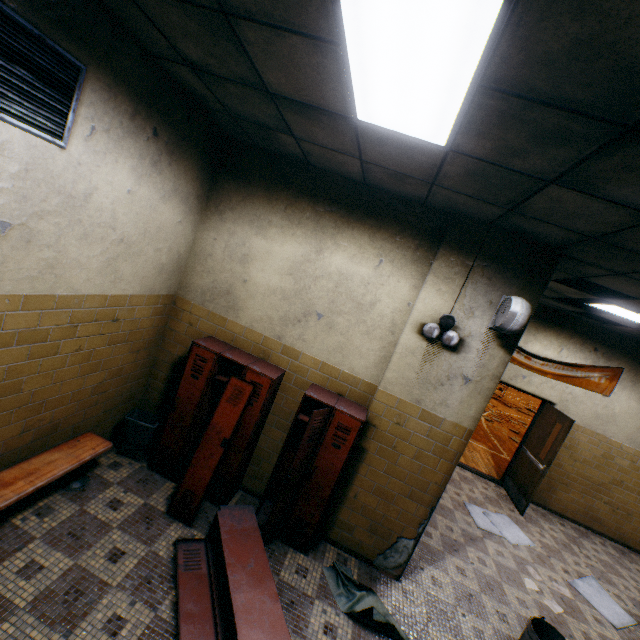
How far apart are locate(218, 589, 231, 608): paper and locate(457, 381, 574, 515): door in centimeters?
530cm

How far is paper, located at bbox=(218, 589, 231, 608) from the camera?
2.7m

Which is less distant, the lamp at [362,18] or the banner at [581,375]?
the lamp at [362,18]

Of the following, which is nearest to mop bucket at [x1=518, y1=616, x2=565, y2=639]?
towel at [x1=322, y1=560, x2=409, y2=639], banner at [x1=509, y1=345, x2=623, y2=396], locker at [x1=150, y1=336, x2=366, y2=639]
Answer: towel at [x1=322, y1=560, x2=409, y2=639]

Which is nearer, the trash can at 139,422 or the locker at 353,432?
the locker at 353,432

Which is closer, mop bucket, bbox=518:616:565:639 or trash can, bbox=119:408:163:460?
mop bucket, bbox=518:616:565:639

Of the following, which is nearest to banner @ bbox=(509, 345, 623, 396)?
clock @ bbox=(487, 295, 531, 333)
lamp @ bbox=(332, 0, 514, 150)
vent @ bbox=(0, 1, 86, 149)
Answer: clock @ bbox=(487, 295, 531, 333)

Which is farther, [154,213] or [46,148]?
[154,213]
